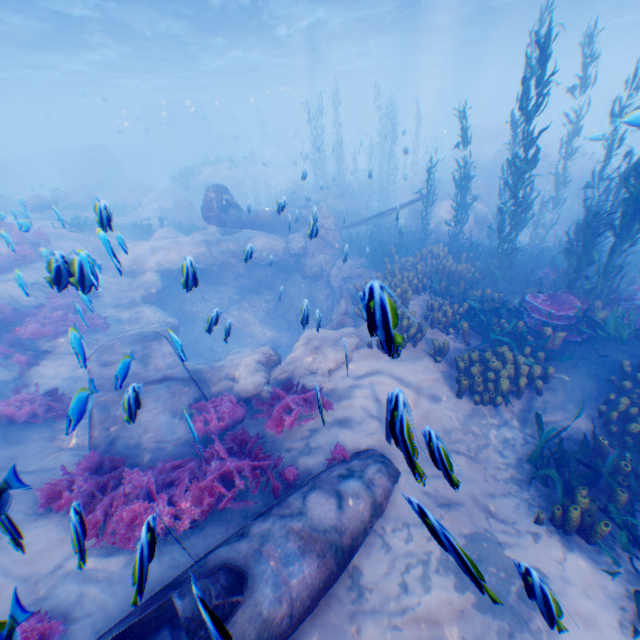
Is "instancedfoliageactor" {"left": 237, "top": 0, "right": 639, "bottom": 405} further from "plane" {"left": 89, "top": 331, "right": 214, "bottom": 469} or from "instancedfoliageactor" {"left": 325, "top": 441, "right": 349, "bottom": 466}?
"instancedfoliageactor" {"left": 325, "top": 441, "right": 349, "bottom": 466}

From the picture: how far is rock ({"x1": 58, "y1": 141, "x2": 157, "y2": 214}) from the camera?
25.3m

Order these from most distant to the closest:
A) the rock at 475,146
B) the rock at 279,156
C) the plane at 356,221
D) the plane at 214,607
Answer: the rock at 475,146
the rock at 279,156
the plane at 356,221
the plane at 214,607

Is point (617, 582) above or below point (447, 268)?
below

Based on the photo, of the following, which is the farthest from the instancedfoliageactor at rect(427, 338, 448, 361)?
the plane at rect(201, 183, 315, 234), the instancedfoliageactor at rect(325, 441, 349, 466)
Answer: the instancedfoliageactor at rect(325, 441, 349, 466)

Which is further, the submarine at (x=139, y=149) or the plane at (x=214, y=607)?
the submarine at (x=139, y=149)

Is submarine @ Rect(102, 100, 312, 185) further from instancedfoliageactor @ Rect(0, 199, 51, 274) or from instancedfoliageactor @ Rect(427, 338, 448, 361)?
instancedfoliageactor @ Rect(0, 199, 51, 274)

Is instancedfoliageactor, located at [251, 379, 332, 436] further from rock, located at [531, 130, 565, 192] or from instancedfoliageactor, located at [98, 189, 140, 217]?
instancedfoliageactor, located at [98, 189, 140, 217]
